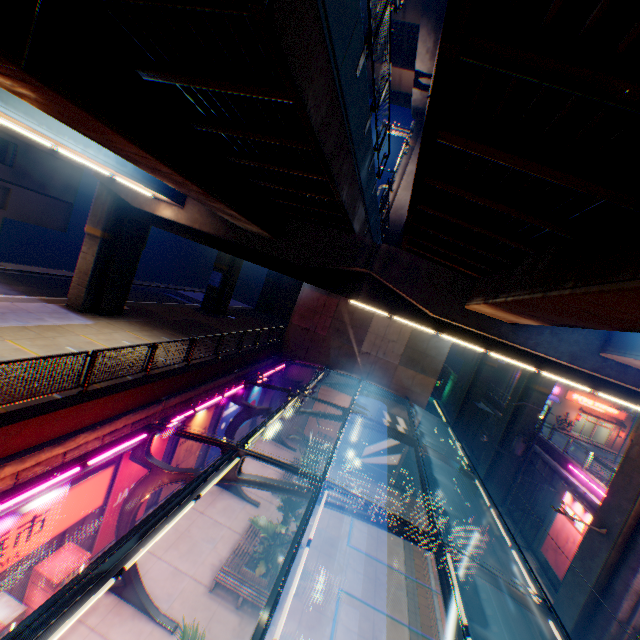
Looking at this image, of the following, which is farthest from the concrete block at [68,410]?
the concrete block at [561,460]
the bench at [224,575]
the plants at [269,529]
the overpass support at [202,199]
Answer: the concrete block at [561,460]

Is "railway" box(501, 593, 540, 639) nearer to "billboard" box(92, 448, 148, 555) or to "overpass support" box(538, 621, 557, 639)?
"overpass support" box(538, 621, 557, 639)

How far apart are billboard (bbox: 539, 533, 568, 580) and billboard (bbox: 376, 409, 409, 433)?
10.1 meters

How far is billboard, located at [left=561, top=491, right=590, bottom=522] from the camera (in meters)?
18.61

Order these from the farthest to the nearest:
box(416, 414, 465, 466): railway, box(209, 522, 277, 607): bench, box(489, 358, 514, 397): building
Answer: box(489, 358, 514, 397): building
box(416, 414, 465, 466): railway
box(209, 522, 277, 607): bench

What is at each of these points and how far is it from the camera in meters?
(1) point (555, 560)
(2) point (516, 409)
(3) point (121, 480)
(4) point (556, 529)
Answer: (1) billboard, 19.5 m
(2) overpass support, 27.5 m
(3) billboard, 11.7 m
(4) billboard, 20.4 m

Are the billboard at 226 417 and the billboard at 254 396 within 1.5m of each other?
yes

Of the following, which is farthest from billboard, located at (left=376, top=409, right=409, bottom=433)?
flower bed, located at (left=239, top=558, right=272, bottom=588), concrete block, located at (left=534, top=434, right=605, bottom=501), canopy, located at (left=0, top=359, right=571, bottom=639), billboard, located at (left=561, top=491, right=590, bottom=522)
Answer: flower bed, located at (left=239, top=558, right=272, bottom=588)
